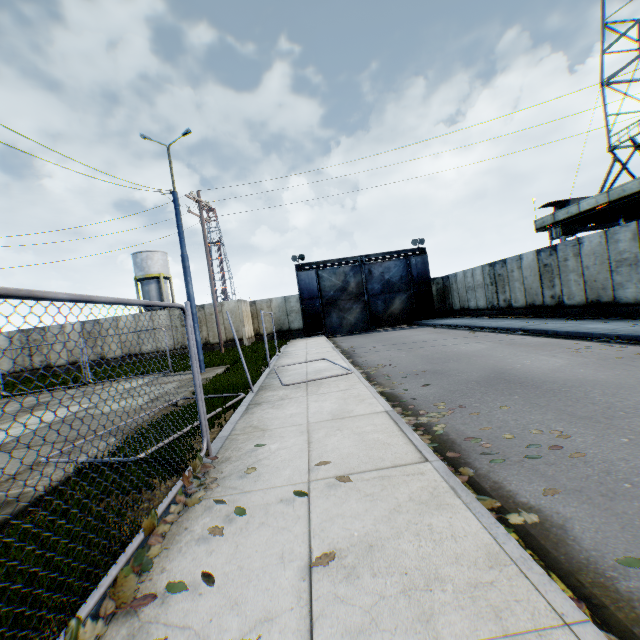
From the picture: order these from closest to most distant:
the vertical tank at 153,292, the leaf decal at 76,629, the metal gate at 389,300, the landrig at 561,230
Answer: the leaf decal at 76,629 < the landrig at 561,230 < the metal gate at 389,300 < the vertical tank at 153,292

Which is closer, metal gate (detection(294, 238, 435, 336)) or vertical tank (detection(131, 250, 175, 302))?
metal gate (detection(294, 238, 435, 336))

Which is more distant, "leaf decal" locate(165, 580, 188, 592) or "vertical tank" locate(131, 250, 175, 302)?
"vertical tank" locate(131, 250, 175, 302)

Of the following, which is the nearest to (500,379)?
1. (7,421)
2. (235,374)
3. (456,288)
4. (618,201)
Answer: (235,374)

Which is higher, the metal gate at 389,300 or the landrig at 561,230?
the landrig at 561,230

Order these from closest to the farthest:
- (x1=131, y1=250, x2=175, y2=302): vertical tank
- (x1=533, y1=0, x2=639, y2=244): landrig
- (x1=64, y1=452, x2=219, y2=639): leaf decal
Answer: (x1=64, y1=452, x2=219, y2=639): leaf decal < (x1=533, y1=0, x2=639, y2=244): landrig < (x1=131, y1=250, x2=175, y2=302): vertical tank

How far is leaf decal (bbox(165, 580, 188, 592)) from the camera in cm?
216

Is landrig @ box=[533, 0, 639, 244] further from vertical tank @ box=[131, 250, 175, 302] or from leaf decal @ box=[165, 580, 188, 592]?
vertical tank @ box=[131, 250, 175, 302]
